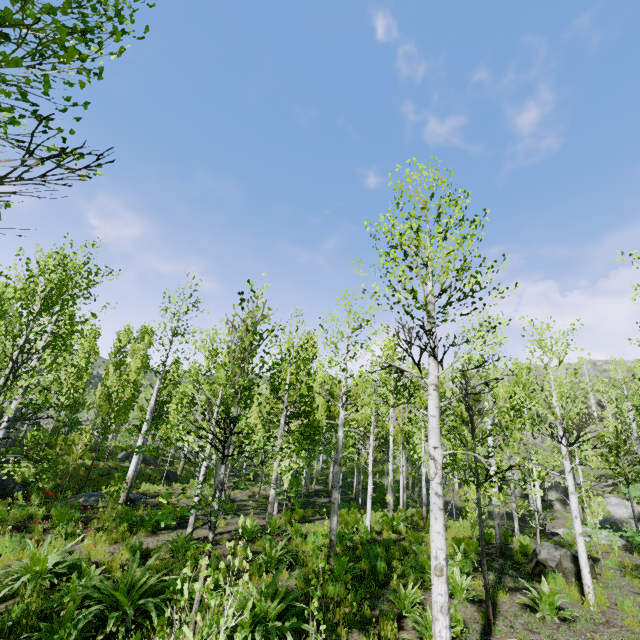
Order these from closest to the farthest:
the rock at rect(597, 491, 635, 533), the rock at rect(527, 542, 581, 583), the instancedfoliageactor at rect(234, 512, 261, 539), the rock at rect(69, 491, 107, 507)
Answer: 1. the instancedfoliageactor at rect(234, 512, 261, 539)
2. the rock at rect(527, 542, 581, 583)
3. the rock at rect(69, 491, 107, 507)
4. the rock at rect(597, 491, 635, 533)

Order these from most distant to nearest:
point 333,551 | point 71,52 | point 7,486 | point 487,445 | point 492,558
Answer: point 487,445, point 7,486, point 492,558, point 333,551, point 71,52

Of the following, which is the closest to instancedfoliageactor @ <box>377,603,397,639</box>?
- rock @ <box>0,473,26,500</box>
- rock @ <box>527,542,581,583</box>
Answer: rock @ <box>0,473,26,500</box>

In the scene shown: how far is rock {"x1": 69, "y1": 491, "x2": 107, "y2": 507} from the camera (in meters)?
12.34

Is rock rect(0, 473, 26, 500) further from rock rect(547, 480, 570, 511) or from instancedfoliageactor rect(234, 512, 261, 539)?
rock rect(547, 480, 570, 511)

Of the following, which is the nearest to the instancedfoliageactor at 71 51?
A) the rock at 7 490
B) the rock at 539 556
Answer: the rock at 7 490

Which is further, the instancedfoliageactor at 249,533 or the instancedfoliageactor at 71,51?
the instancedfoliageactor at 249,533
